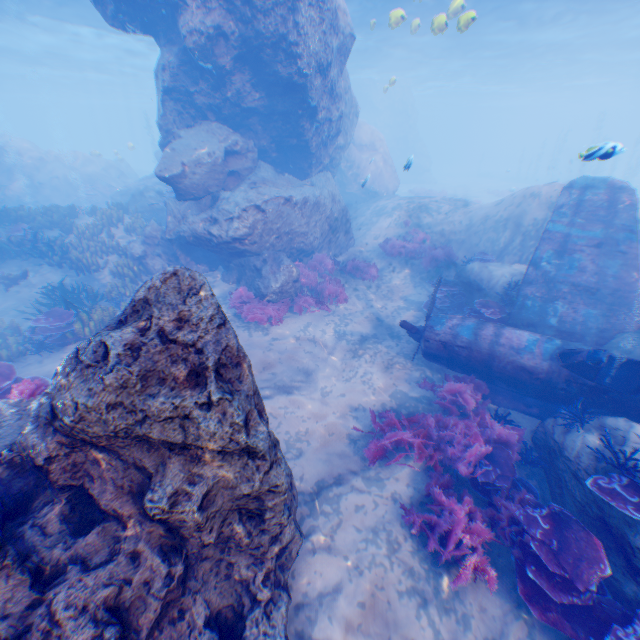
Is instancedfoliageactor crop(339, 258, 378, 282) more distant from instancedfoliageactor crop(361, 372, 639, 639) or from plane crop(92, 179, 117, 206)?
plane crop(92, 179, 117, 206)

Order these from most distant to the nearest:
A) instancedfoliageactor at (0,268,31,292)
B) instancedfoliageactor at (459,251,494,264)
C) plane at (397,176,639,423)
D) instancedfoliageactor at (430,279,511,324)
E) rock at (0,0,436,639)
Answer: instancedfoliageactor at (459,251,494,264), instancedfoliageactor at (0,268,31,292), instancedfoliageactor at (430,279,511,324), plane at (397,176,639,423), rock at (0,0,436,639)

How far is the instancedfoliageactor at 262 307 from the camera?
10.3m

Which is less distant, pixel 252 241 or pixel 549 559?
pixel 549 559

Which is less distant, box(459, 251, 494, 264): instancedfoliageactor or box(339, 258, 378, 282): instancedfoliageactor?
box(459, 251, 494, 264): instancedfoliageactor

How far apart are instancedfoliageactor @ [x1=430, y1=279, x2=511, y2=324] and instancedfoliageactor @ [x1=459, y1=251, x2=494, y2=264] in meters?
2.5

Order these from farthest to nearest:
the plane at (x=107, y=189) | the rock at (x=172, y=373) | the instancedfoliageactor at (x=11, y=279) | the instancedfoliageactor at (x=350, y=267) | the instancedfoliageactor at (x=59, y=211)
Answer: the plane at (x=107, y=189), the instancedfoliageactor at (x=350, y=267), the instancedfoliageactor at (x=11, y=279), the instancedfoliageactor at (x=59, y=211), the rock at (x=172, y=373)

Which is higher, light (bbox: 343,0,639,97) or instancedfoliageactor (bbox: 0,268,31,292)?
light (bbox: 343,0,639,97)
